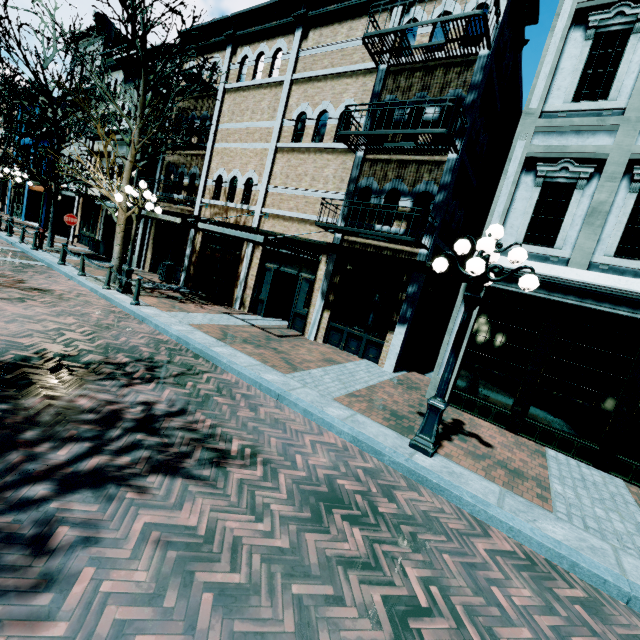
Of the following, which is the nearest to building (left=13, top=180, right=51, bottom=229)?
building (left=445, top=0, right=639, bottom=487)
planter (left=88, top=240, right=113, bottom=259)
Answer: planter (left=88, top=240, right=113, bottom=259)

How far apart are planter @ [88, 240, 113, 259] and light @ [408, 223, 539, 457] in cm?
1895

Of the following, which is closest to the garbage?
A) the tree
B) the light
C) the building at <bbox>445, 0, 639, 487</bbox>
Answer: the tree

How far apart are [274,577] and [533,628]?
2.3m

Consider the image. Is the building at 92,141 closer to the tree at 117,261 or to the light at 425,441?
the tree at 117,261

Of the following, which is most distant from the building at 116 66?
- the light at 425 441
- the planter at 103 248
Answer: the light at 425 441

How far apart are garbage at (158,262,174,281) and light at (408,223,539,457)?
13.55m

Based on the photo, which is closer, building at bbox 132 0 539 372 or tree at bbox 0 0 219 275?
building at bbox 132 0 539 372
